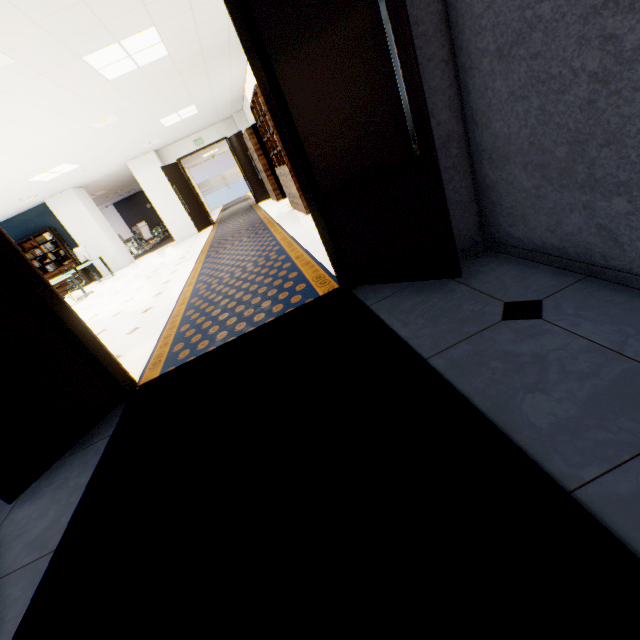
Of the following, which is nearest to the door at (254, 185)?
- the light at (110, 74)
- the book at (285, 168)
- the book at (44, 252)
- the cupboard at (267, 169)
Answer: the cupboard at (267, 169)

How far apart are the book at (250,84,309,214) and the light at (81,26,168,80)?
1.28m

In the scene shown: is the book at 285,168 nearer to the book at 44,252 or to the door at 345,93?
the door at 345,93

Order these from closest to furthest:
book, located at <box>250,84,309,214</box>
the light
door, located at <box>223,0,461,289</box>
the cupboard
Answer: door, located at <box>223,0,461,289</box>, the light, book, located at <box>250,84,309,214</box>, the cupboard

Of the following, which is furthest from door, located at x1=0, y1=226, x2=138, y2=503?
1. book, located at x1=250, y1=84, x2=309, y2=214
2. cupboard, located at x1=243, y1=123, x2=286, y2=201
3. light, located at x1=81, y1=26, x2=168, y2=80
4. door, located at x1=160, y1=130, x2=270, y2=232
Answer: door, located at x1=160, y1=130, x2=270, y2=232

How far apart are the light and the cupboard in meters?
4.8 m

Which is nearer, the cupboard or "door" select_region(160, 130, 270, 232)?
the cupboard

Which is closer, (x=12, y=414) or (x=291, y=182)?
(x=12, y=414)
